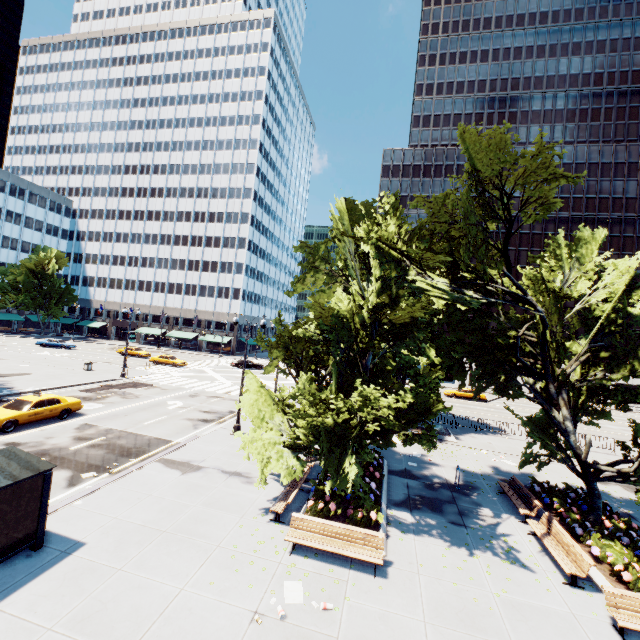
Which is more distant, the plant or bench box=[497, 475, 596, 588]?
the plant

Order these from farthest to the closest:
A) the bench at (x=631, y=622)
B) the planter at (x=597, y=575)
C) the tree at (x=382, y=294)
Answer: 1. the tree at (x=382, y=294)
2. the planter at (x=597, y=575)
3. the bench at (x=631, y=622)

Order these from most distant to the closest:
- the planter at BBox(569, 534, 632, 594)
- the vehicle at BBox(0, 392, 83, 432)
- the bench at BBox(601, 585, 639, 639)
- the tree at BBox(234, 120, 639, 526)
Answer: the vehicle at BBox(0, 392, 83, 432) → the tree at BBox(234, 120, 639, 526) → the planter at BBox(569, 534, 632, 594) → the bench at BBox(601, 585, 639, 639)

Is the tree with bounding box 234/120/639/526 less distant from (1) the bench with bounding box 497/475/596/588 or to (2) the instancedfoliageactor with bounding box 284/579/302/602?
(1) the bench with bounding box 497/475/596/588

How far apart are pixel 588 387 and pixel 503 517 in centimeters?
649cm

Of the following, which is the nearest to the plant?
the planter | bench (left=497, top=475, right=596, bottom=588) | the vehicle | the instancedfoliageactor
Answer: the instancedfoliageactor

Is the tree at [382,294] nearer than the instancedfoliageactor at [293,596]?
No

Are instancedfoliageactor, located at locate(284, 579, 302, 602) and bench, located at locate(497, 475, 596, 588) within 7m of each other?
no
